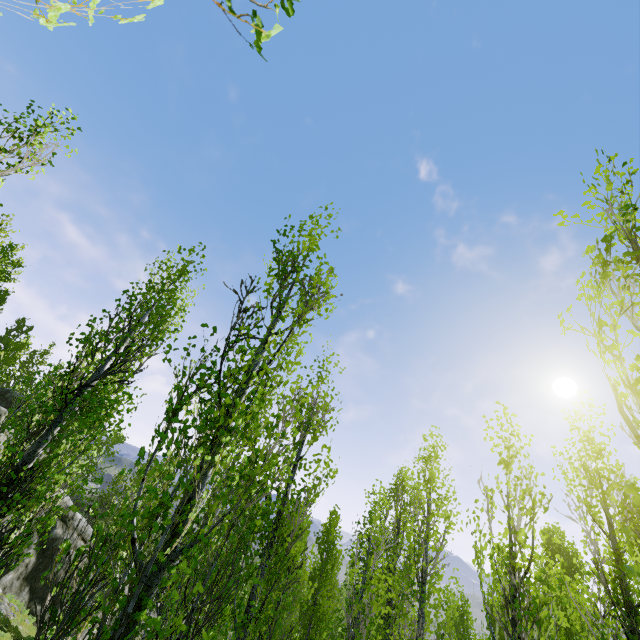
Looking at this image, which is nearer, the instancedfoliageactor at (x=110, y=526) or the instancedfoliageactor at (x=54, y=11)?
the instancedfoliageactor at (x=54, y=11)

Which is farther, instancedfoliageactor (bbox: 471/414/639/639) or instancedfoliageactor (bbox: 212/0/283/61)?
instancedfoliageactor (bbox: 471/414/639/639)

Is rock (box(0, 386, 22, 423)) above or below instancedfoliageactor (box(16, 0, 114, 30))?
above

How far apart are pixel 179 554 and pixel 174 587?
11.19m

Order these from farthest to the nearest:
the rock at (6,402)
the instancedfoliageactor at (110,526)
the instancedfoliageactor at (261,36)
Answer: the rock at (6,402), the instancedfoliageactor at (110,526), the instancedfoliageactor at (261,36)

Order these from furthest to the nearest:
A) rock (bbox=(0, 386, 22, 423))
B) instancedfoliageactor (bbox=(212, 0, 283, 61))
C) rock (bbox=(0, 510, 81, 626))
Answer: rock (bbox=(0, 386, 22, 423)) → rock (bbox=(0, 510, 81, 626)) → instancedfoliageactor (bbox=(212, 0, 283, 61))
